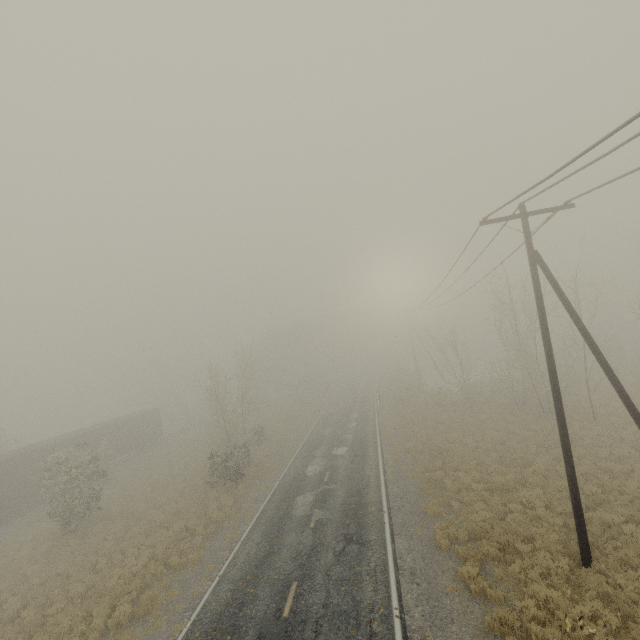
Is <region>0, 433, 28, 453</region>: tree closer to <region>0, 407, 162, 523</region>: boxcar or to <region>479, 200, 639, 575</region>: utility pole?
<region>0, 407, 162, 523</region>: boxcar

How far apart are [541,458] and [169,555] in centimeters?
2002cm

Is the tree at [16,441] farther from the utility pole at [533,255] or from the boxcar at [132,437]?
the utility pole at [533,255]

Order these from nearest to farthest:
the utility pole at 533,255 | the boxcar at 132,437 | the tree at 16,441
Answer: the utility pole at 533,255
the boxcar at 132,437
the tree at 16,441

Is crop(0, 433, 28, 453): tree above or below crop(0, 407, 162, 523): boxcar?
above

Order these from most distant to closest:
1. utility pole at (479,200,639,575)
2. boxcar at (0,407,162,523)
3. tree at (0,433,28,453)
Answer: tree at (0,433,28,453) < boxcar at (0,407,162,523) < utility pole at (479,200,639,575)

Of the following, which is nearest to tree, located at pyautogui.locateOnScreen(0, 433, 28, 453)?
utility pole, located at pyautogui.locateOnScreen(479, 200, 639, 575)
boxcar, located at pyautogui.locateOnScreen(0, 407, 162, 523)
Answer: boxcar, located at pyautogui.locateOnScreen(0, 407, 162, 523)

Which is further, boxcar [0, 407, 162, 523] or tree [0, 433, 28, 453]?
tree [0, 433, 28, 453]
